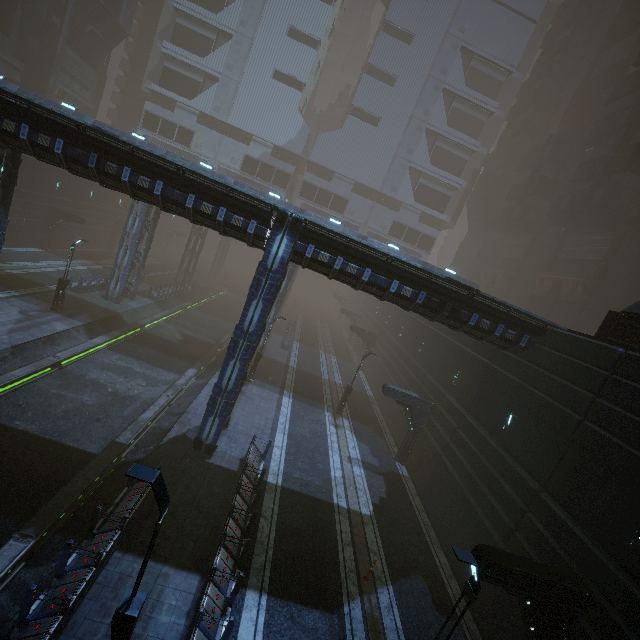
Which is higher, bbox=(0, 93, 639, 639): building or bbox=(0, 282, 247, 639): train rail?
bbox=(0, 93, 639, 639): building

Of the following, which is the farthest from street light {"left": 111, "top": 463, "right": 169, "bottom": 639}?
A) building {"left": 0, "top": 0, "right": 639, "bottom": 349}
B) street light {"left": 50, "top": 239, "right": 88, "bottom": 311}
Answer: street light {"left": 50, "top": 239, "right": 88, "bottom": 311}

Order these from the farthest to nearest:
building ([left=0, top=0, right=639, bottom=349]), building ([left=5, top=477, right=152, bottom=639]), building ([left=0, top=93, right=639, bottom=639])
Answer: building ([left=0, top=0, right=639, bottom=349]) → building ([left=0, top=93, right=639, bottom=639]) → building ([left=5, top=477, right=152, bottom=639])

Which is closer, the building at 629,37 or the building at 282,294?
the building at 282,294

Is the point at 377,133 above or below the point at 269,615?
above

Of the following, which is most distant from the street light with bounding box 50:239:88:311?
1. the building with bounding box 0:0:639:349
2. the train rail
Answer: the building with bounding box 0:0:639:349

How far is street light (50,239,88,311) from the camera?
22.56m

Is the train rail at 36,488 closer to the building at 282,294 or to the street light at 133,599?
the building at 282,294
